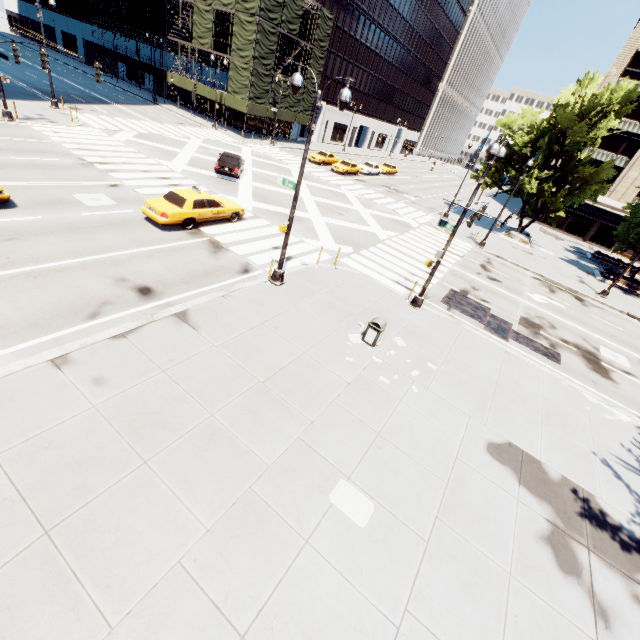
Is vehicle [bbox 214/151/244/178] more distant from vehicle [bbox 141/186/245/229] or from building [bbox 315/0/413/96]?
building [bbox 315/0/413/96]

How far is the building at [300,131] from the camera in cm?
5019

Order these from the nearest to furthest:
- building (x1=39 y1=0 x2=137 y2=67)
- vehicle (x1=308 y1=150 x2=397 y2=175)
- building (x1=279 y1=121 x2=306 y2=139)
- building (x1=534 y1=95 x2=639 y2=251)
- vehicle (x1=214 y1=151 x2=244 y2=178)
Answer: vehicle (x1=214 y1=151 x2=244 y2=178)
vehicle (x1=308 y1=150 x2=397 y2=175)
building (x1=534 y1=95 x2=639 y2=251)
building (x1=279 y1=121 x2=306 y2=139)
building (x1=39 y1=0 x2=137 y2=67)

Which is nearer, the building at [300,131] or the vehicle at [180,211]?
the vehicle at [180,211]

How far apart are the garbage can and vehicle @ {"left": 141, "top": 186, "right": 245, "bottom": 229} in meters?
10.1

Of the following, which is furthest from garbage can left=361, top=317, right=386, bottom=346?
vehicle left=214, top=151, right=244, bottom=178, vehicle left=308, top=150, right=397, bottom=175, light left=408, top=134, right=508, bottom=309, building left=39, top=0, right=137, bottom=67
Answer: building left=39, top=0, right=137, bottom=67

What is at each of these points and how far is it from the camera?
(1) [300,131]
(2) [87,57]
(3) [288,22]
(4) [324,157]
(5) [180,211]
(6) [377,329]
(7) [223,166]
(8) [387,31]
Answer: (1) building, 55.72m
(2) building, 57.16m
(3) scaffolding, 37.03m
(4) vehicle, 40.38m
(5) vehicle, 14.90m
(6) garbage can, 11.32m
(7) vehicle, 23.72m
(8) building, 58.03m

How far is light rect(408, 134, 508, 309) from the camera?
11.1m
